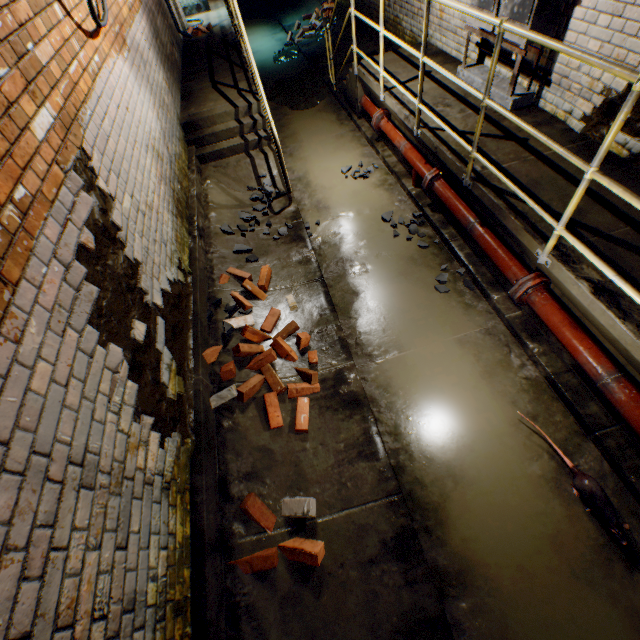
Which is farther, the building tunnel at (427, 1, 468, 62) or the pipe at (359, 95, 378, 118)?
the pipe at (359, 95, 378, 118)

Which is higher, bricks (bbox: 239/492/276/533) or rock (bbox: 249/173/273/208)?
bricks (bbox: 239/492/276/533)

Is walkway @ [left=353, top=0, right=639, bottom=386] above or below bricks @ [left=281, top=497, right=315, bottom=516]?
above

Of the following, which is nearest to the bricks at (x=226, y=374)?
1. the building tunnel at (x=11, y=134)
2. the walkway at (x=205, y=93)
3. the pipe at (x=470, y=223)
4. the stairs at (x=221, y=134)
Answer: the building tunnel at (x=11, y=134)

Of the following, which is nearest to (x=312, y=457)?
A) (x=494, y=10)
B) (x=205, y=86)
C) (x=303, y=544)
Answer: (x=303, y=544)

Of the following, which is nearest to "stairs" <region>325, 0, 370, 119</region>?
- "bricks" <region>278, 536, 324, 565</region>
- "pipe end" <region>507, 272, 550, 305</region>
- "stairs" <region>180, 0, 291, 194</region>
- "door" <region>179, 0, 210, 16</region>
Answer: "stairs" <region>180, 0, 291, 194</region>

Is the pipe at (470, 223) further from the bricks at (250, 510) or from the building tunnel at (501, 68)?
the bricks at (250, 510)

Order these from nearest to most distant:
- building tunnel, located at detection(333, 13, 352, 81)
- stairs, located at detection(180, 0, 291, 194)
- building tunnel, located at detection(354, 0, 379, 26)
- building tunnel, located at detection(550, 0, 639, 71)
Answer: building tunnel, located at detection(550, 0, 639, 71) < stairs, located at detection(180, 0, 291, 194) < building tunnel, located at detection(354, 0, 379, 26) < building tunnel, located at detection(333, 13, 352, 81)
